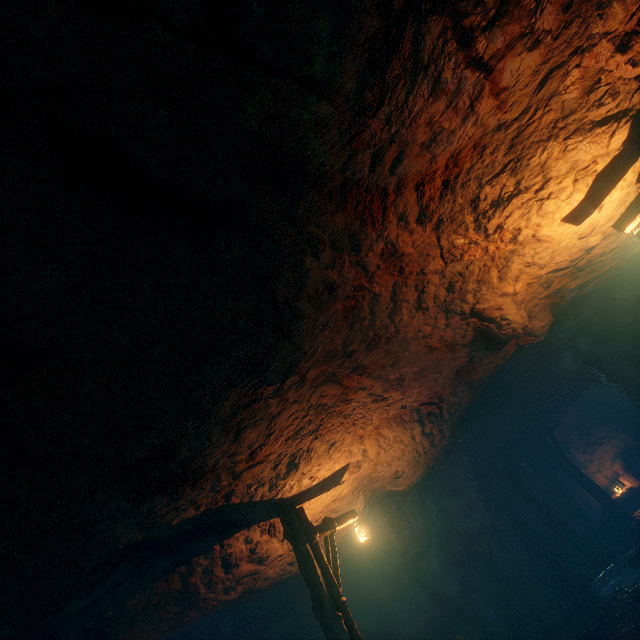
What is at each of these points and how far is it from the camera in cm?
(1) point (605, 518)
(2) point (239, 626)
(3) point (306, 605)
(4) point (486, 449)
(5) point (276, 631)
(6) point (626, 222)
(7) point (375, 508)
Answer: (1) burlap sack, 1371
(2) support, 1059
(3) burlap sack, 1149
(4) cave, 1337
(5) burlap sack, 1098
(6) lantern, 455
(7) burlap sack, 1072

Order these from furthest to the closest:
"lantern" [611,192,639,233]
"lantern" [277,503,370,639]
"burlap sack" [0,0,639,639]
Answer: "lantern" [277,503,370,639] < "lantern" [611,192,639,233] < "burlap sack" [0,0,639,639]

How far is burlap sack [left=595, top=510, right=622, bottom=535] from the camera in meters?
13.4

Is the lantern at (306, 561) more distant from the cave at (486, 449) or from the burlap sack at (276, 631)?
the cave at (486, 449)

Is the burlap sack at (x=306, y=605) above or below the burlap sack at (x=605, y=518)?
above

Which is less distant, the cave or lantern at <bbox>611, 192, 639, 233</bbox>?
lantern at <bbox>611, 192, 639, 233</bbox>

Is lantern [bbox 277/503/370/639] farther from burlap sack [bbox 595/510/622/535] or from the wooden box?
the wooden box
